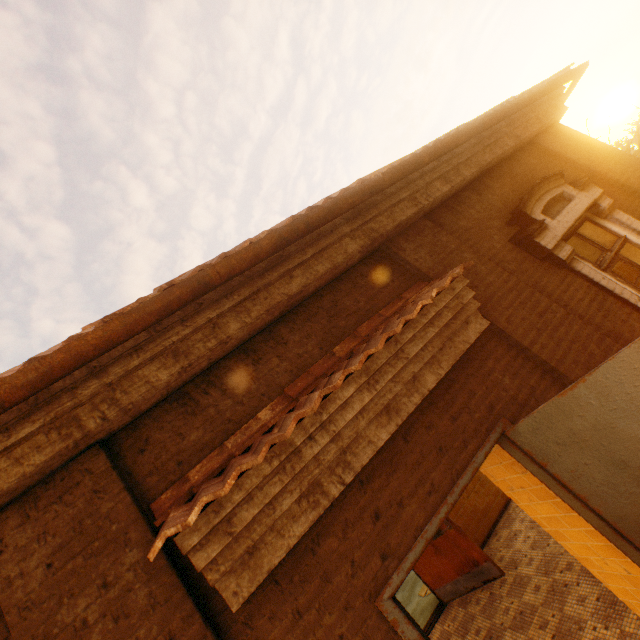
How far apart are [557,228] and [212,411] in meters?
4.5 m

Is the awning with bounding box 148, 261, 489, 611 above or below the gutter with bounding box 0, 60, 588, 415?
below

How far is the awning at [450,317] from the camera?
1.8 meters

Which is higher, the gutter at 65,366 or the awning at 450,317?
the gutter at 65,366

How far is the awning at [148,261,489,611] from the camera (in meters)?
1.81
